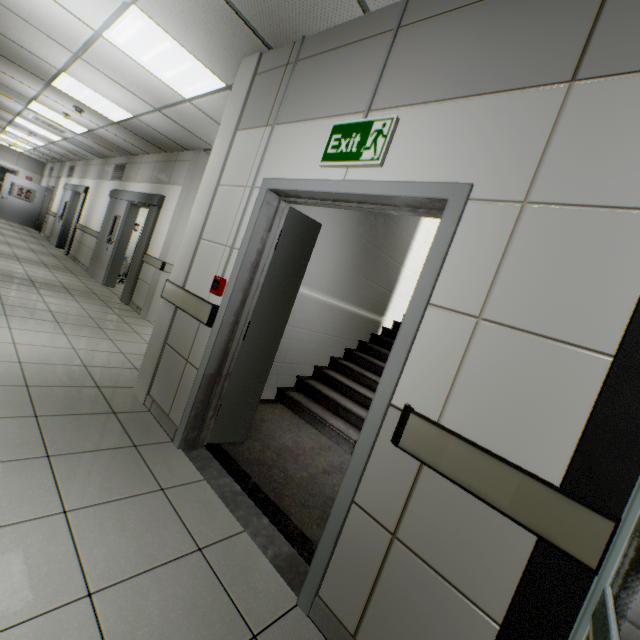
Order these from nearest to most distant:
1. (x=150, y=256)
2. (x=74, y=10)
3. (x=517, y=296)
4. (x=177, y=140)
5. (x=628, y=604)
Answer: (x=628, y=604), (x=517, y=296), (x=74, y=10), (x=177, y=140), (x=150, y=256)

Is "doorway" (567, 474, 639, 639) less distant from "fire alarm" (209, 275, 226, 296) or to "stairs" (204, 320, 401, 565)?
"stairs" (204, 320, 401, 565)

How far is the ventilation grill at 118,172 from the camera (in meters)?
8.46

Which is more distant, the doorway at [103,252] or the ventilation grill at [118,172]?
the ventilation grill at [118,172]

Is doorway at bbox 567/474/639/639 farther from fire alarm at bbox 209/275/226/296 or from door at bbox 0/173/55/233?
door at bbox 0/173/55/233

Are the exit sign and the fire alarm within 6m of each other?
yes

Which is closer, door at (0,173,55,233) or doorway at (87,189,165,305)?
doorway at (87,189,165,305)

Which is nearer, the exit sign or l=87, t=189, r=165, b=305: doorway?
the exit sign
